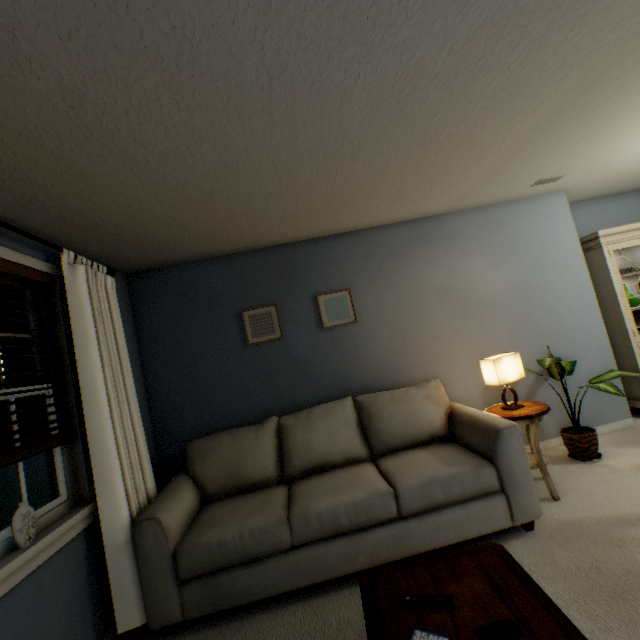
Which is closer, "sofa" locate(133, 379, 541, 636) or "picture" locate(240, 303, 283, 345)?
"sofa" locate(133, 379, 541, 636)

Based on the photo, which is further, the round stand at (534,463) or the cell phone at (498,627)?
the round stand at (534,463)

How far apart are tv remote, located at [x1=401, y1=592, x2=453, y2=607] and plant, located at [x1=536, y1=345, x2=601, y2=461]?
2.2m

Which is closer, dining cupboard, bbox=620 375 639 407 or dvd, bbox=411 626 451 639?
dvd, bbox=411 626 451 639

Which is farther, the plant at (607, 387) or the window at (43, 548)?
the plant at (607, 387)

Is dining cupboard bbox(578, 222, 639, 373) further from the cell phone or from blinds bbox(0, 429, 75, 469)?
blinds bbox(0, 429, 75, 469)

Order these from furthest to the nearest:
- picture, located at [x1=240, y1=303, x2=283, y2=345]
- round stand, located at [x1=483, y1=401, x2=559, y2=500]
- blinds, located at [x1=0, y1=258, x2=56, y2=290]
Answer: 1. picture, located at [x1=240, y1=303, x2=283, y2=345]
2. round stand, located at [x1=483, y1=401, x2=559, y2=500]
3. blinds, located at [x1=0, y1=258, x2=56, y2=290]

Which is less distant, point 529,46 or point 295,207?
point 529,46
